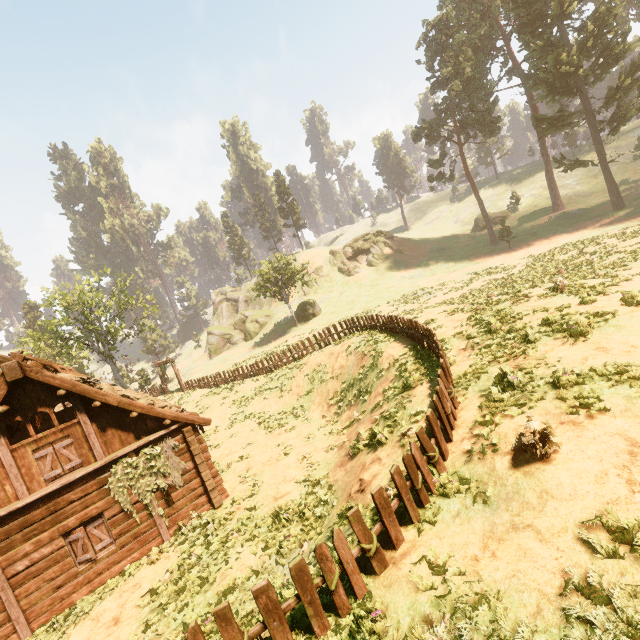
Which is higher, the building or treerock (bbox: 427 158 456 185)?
treerock (bbox: 427 158 456 185)

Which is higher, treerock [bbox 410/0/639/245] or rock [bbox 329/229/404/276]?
treerock [bbox 410/0/639/245]

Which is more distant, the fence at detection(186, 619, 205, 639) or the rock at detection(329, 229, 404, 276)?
the rock at detection(329, 229, 404, 276)

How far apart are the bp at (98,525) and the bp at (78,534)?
0.2 meters

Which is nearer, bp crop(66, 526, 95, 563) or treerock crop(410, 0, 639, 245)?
bp crop(66, 526, 95, 563)

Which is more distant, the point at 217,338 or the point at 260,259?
the point at 217,338

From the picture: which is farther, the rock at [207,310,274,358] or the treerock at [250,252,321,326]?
the rock at [207,310,274,358]

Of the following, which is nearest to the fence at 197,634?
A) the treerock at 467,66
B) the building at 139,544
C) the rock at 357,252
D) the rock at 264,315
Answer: the building at 139,544
